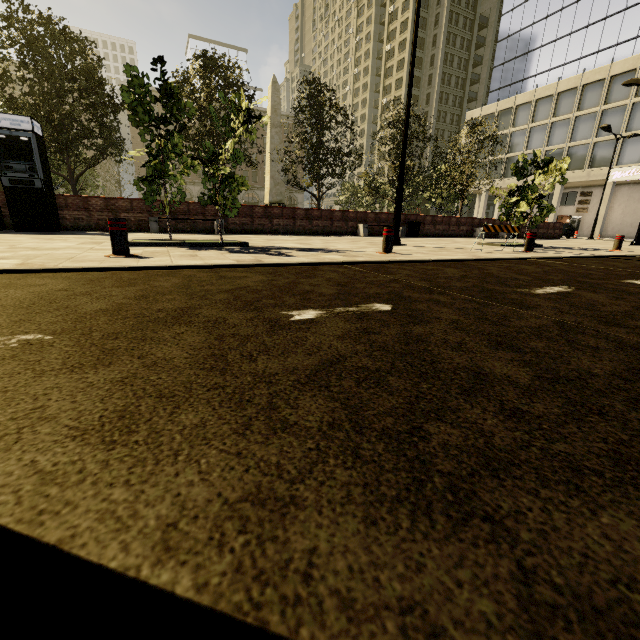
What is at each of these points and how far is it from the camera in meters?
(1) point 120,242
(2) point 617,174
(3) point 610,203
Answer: (1) metal bar, 4.7 m
(2) sign, 32.7 m
(3) building, 37.3 m

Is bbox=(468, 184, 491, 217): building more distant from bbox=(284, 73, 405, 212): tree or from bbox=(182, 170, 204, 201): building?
bbox=(284, 73, 405, 212): tree

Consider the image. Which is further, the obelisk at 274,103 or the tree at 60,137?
the obelisk at 274,103

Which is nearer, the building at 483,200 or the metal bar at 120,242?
the metal bar at 120,242

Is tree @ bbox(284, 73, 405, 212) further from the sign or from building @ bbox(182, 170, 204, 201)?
the sign

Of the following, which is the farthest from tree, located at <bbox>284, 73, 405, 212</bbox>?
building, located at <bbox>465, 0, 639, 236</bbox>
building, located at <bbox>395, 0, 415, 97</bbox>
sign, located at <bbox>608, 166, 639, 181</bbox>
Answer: sign, located at <bbox>608, 166, 639, 181</bbox>

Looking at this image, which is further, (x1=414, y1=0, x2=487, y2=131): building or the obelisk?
(x1=414, y1=0, x2=487, y2=131): building

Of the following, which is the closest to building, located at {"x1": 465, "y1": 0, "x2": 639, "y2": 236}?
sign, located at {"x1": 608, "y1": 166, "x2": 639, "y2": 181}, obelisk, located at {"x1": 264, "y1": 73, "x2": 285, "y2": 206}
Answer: sign, located at {"x1": 608, "y1": 166, "x2": 639, "y2": 181}
